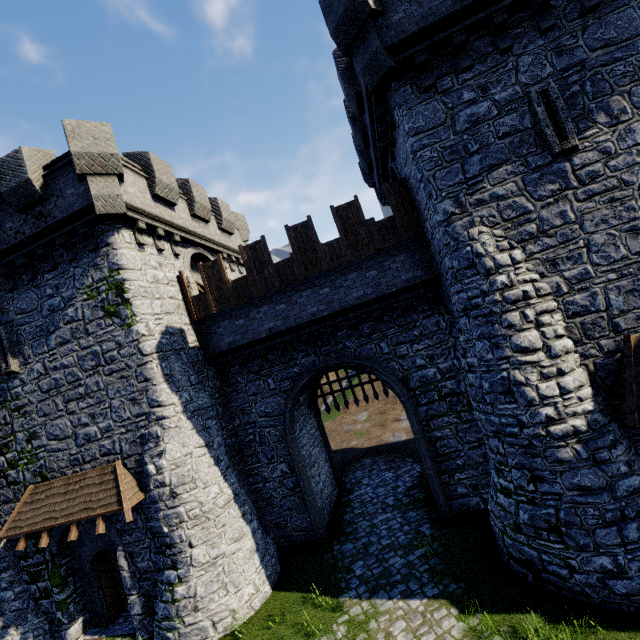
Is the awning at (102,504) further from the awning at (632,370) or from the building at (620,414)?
the awning at (632,370)

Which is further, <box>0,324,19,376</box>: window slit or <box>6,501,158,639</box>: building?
<box>0,324,19,376</box>: window slit

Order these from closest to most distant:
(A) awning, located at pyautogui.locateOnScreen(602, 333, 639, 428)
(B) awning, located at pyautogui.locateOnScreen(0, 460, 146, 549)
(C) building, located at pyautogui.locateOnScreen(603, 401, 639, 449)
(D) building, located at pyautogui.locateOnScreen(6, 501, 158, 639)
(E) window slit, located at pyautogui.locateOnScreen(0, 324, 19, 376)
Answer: (A) awning, located at pyautogui.locateOnScreen(602, 333, 639, 428) → (C) building, located at pyautogui.locateOnScreen(603, 401, 639, 449) → (B) awning, located at pyautogui.locateOnScreen(0, 460, 146, 549) → (D) building, located at pyautogui.locateOnScreen(6, 501, 158, 639) → (E) window slit, located at pyautogui.locateOnScreen(0, 324, 19, 376)

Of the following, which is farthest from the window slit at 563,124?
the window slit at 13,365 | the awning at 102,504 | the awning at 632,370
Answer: the window slit at 13,365

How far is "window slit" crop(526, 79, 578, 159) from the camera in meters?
7.9

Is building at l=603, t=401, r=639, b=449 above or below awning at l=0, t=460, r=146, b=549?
below

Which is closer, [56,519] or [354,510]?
[56,519]

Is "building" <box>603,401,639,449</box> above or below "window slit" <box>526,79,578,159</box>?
below
